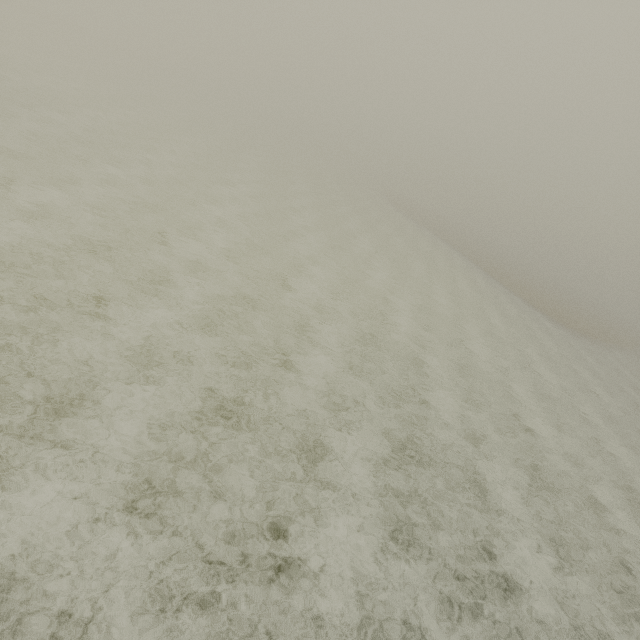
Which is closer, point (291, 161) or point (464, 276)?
point (464, 276)
